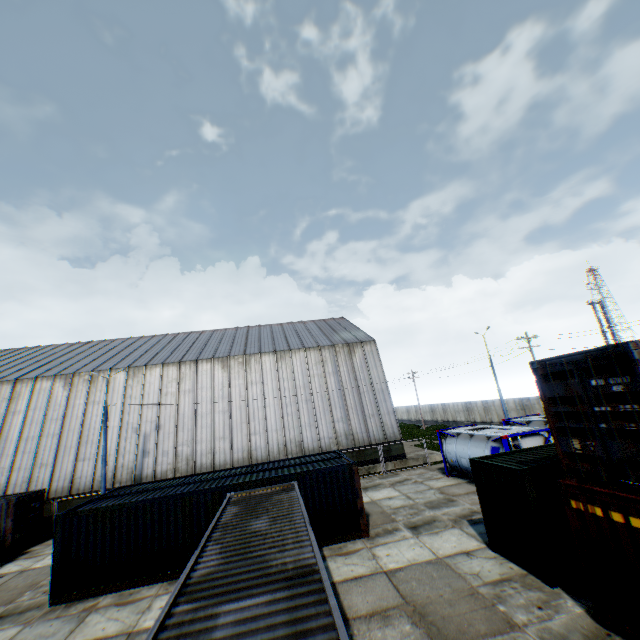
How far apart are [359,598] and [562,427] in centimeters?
758cm

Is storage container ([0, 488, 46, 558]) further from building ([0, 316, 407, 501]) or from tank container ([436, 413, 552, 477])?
tank container ([436, 413, 552, 477])

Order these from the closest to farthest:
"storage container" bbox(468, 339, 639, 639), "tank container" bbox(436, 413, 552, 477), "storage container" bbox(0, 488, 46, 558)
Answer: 1. "storage container" bbox(468, 339, 639, 639)
2. "tank container" bbox(436, 413, 552, 477)
3. "storage container" bbox(0, 488, 46, 558)

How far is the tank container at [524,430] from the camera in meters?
16.0

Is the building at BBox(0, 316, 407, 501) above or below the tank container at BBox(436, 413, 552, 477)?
above

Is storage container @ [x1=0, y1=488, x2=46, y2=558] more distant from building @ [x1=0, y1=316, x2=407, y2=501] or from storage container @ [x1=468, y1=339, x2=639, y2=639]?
storage container @ [x1=468, y1=339, x2=639, y2=639]

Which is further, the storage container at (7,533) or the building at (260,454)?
the building at (260,454)

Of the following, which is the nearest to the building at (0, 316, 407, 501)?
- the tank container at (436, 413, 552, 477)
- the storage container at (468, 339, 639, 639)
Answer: the tank container at (436, 413, 552, 477)
